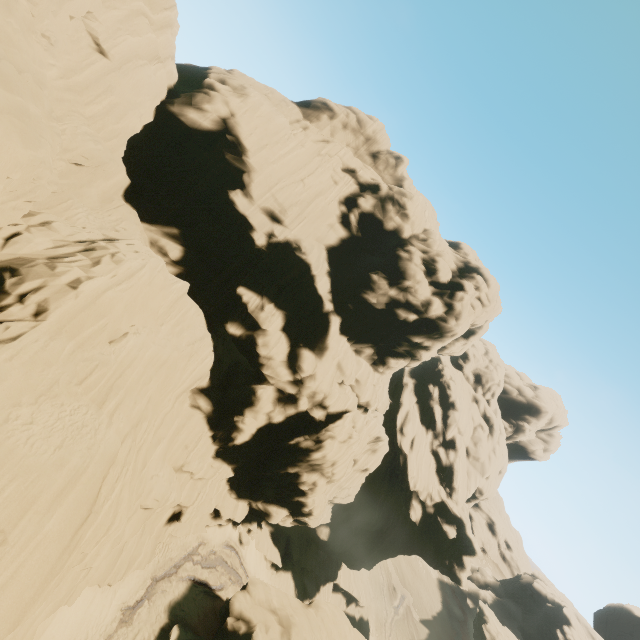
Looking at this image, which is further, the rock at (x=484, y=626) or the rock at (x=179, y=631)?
the rock at (x=484, y=626)

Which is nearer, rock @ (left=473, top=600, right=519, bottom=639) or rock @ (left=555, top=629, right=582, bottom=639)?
rock @ (left=473, top=600, right=519, bottom=639)

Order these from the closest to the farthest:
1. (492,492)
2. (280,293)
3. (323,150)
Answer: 1. (280,293)
2. (323,150)
3. (492,492)

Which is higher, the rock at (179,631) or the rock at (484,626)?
the rock at (484,626)

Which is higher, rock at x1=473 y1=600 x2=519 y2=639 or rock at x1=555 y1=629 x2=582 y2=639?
rock at x1=555 y1=629 x2=582 y2=639

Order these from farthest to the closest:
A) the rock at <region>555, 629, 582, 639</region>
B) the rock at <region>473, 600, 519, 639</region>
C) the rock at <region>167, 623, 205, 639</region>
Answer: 1. the rock at <region>555, 629, 582, 639</region>
2. the rock at <region>473, 600, 519, 639</region>
3. the rock at <region>167, 623, 205, 639</region>
